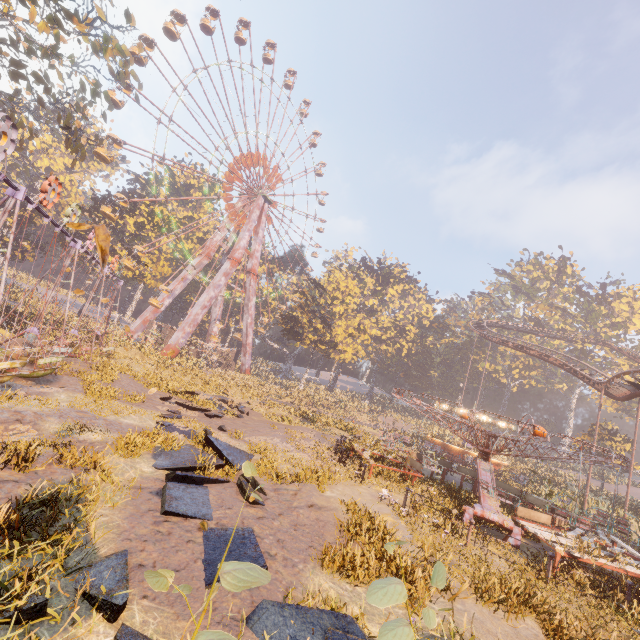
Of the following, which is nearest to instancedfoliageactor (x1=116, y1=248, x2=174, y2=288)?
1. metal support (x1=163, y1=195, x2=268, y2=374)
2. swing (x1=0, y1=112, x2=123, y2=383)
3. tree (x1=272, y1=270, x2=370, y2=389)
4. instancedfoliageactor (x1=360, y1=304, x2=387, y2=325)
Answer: metal support (x1=163, y1=195, x2=268, y2=374)

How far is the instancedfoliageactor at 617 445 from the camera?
34.2 meters

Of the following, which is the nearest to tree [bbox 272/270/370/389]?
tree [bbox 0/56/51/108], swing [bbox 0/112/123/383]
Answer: swing [bbox 0/112/123/383]

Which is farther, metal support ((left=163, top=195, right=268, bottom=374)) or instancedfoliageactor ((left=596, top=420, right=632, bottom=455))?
metal support ((left=163, top=195, right=268, bottom=374))

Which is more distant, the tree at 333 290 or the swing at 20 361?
the tree at 333 290

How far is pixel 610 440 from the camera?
34.22m

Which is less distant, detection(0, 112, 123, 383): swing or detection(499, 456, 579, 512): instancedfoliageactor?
detection(0, 112, 123, 383): swing

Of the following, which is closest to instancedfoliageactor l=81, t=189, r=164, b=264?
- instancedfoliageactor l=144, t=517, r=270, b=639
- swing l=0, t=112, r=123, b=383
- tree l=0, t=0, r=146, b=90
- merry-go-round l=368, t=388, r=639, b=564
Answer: swing l=0, t=112, r=123, b=383
